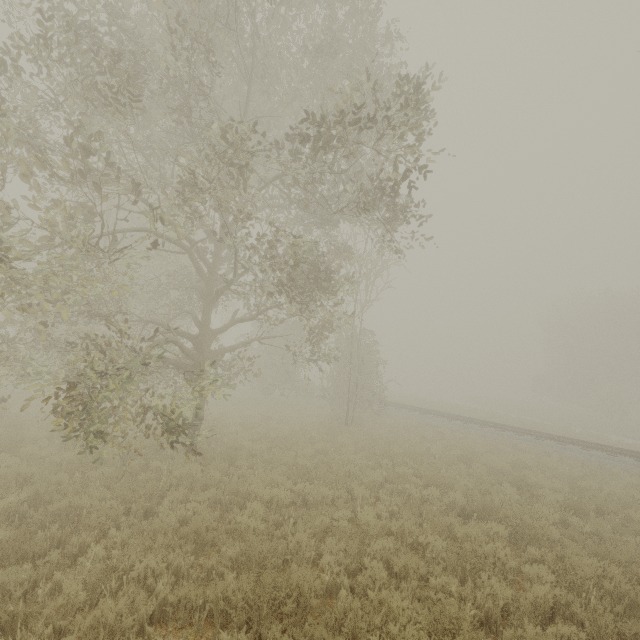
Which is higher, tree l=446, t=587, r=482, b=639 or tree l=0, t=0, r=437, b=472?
tree l=0, t=0, r=437, b=472

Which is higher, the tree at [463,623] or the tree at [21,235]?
the tree at [21,235]

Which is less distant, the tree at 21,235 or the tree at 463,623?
the tree at 463,623

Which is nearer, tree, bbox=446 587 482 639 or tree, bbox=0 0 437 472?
tree, bbox=446 587 482 639

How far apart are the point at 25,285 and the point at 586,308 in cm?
5063
